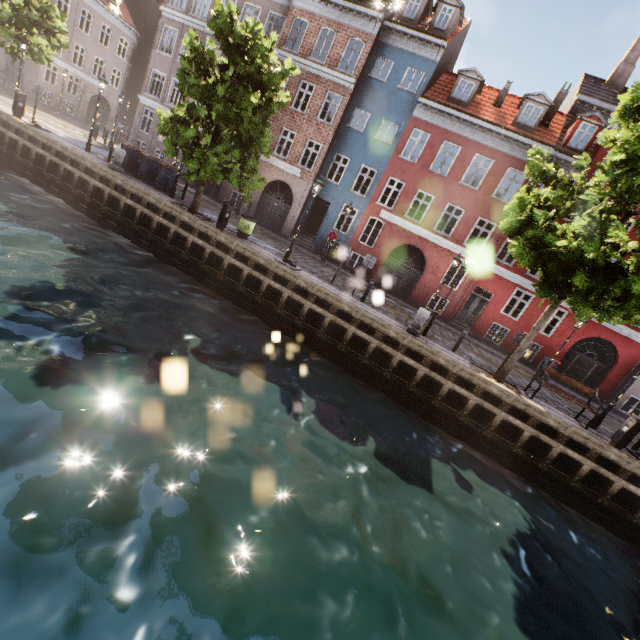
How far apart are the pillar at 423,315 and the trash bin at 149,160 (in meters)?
15.72

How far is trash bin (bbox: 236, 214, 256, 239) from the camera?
14.6m

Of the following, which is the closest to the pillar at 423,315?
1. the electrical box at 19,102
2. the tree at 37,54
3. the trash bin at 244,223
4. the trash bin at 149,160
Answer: the tree at 37,54

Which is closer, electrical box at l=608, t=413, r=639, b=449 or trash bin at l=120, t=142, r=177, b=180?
electrical box at l=608, t=413, r=639, b=449

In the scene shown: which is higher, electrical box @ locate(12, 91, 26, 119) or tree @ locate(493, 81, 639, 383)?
tree @ locate(493, 81, 639, 383)

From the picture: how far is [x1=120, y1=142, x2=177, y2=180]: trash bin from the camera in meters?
16.8

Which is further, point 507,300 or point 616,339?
point 507,300

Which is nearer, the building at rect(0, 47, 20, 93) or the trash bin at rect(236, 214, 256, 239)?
the trash bin at rect(236, 214, 256, 239)
